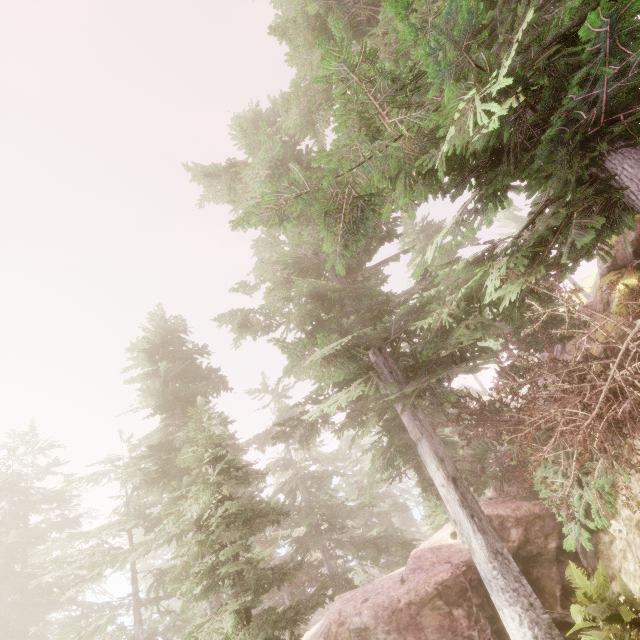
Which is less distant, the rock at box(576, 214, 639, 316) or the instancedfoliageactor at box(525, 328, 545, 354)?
the rock at box(576, 214, 639, 316)

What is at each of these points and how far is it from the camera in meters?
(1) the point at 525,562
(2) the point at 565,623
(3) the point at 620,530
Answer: (1) rock, 10.3 m
(2) rock, 8.7 m
(3) instancedfoliageactor, 7.3 m

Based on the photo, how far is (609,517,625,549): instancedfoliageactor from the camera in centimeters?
719cm

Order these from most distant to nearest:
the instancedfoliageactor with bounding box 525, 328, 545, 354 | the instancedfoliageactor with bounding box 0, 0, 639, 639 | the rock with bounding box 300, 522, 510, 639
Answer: the instancedfoliageactor with bounding box 525, 328, 545, 354
the rock with bounding box 300, 522, 510, 639
the instancedfoliageactor with bounding box 0, 0, 639, 639

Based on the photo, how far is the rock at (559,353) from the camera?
11.35m

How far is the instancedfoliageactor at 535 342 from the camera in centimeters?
1071cm
